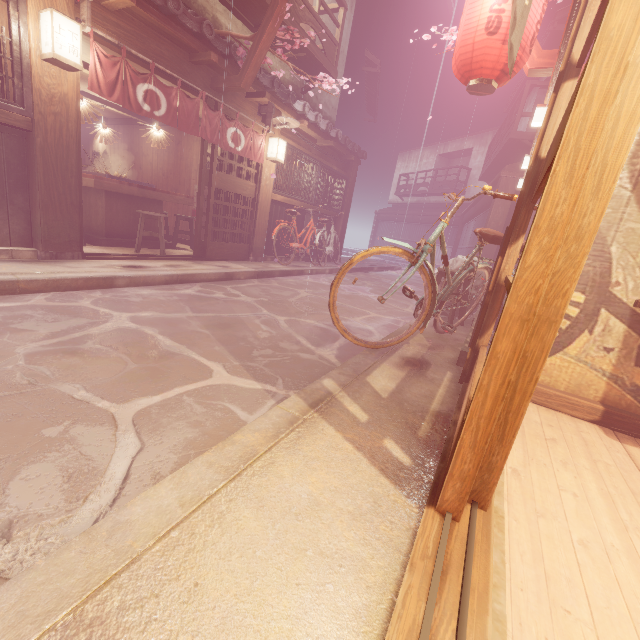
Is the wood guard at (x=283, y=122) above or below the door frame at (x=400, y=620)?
above

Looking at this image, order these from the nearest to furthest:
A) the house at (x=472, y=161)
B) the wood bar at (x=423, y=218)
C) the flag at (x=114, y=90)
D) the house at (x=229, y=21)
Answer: the flag at (x=114, y=90) < the house at (x=229, y=21) < the house at (x=472, y=161) < the wood bar at (x=423, y=218)

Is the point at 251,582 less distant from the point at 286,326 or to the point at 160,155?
the point at 286,326

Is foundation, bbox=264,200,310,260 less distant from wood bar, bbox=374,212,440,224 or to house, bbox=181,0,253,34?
wood bar, bbox=374,212,440,224

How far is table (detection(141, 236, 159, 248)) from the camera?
11.7m

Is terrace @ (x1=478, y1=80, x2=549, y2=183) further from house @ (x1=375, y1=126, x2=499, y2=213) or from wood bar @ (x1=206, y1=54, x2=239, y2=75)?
house @ (x1=375, y1=126, x2=499, y2=213)

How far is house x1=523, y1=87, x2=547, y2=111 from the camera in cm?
A: 2303

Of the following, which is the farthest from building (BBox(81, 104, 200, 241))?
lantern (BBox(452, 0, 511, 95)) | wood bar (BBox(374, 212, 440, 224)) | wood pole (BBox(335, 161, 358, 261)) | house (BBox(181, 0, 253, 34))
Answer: wood bar (BBox(374, 212, 440, 224))
